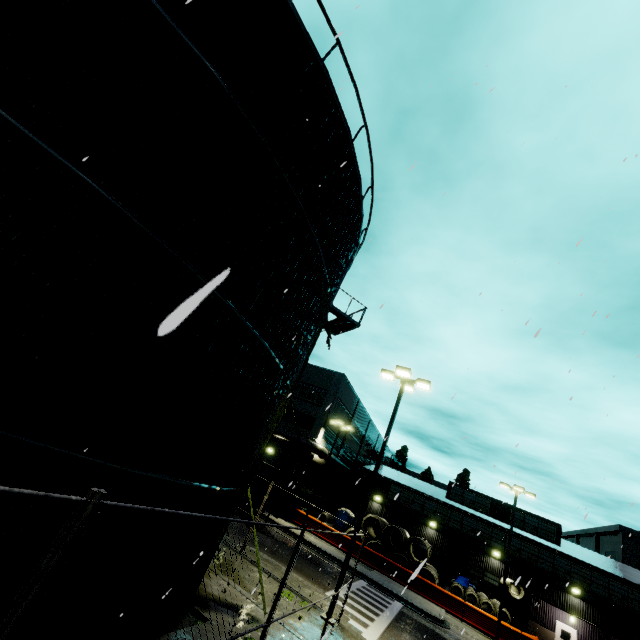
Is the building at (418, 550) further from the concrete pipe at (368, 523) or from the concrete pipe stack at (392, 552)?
the concrete pipe at (368, 523)

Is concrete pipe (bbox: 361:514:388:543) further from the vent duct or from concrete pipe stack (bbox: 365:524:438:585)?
the vent duct

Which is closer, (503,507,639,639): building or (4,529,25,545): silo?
(4,529,25,545): silo

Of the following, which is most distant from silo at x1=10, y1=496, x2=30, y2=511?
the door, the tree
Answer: the door

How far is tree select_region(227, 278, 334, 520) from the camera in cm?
934

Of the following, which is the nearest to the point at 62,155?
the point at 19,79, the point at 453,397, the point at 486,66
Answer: the point at 19,79

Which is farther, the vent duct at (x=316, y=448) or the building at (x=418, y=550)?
the building at (x=418, y=550)

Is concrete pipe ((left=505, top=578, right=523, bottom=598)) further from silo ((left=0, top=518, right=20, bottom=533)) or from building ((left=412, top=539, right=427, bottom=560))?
silo ((left=0, top=518, right=20, bottom=533))
